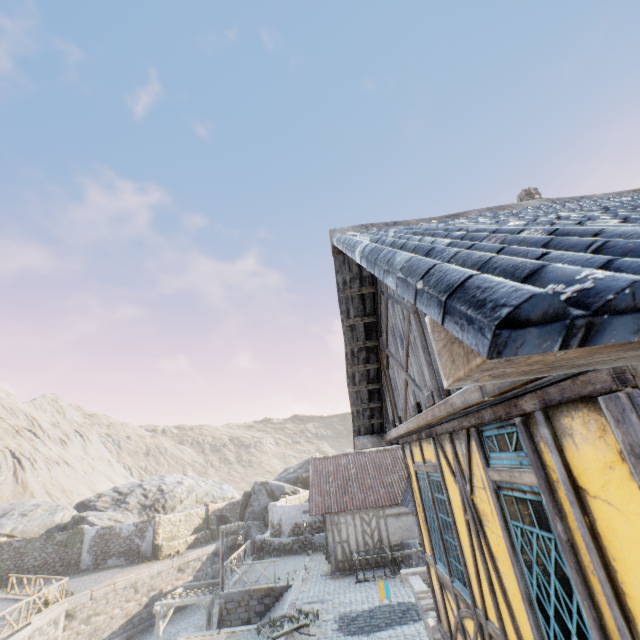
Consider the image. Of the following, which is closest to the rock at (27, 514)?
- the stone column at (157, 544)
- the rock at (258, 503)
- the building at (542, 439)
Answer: the rock at (258, 503)

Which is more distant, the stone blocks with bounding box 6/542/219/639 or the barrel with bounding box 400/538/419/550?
the barrel with bounding box 400/538/419/550

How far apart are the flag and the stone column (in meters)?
26.77

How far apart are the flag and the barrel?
10.6m

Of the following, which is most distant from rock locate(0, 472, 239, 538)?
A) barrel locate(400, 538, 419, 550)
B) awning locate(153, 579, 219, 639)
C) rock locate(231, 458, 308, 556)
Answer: barrel locate(400, 538, 419, 550)

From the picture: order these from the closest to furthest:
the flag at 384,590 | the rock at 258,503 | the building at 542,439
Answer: the building at 542,439
the flag at 384,590
the rock at 258,503

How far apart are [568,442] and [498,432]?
0.8m

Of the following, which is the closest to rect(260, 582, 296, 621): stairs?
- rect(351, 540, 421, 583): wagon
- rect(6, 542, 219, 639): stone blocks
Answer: rect(6, 542, 219, 639): stone blocks
